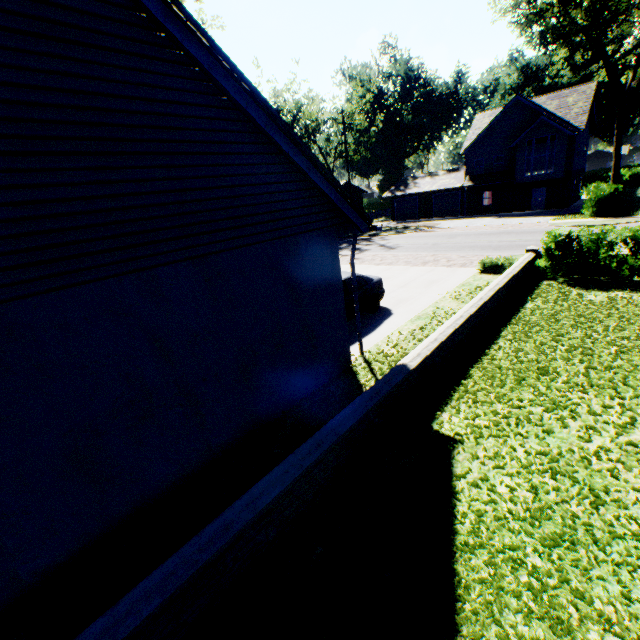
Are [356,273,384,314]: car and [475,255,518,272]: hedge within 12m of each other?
yes

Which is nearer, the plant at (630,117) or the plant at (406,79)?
the plant at (630,117)

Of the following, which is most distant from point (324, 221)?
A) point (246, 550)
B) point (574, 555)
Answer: point (574, 555)

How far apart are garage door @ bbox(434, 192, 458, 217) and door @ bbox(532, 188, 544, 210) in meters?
7.4 m

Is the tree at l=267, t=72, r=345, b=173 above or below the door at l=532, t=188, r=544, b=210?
above

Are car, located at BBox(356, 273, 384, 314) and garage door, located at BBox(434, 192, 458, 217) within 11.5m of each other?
no

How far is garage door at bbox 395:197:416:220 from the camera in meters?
42.9

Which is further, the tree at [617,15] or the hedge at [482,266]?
the tree at [617,15]
